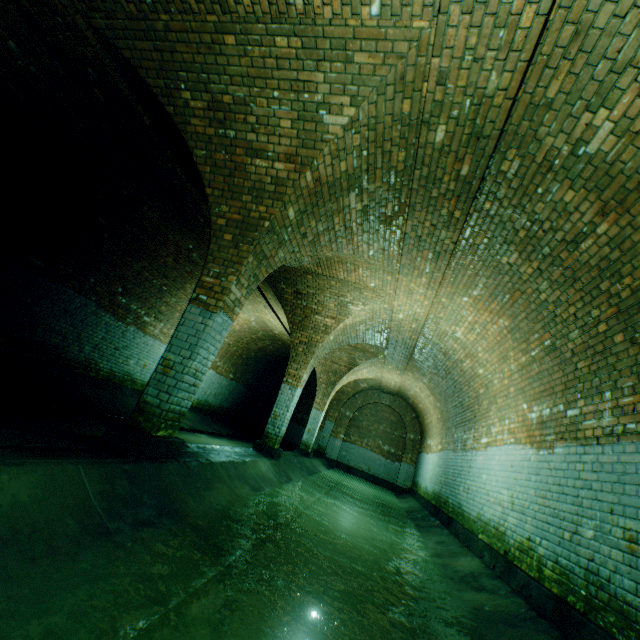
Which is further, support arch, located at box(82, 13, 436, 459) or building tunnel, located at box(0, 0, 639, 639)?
support arch, located at box(82, 13, 436, 459)

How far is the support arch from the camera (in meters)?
3.32

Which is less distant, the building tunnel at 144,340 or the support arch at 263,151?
the building tunnel at 144,340

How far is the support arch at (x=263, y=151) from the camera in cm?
332

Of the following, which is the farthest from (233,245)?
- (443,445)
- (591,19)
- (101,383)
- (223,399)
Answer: (223,399)
